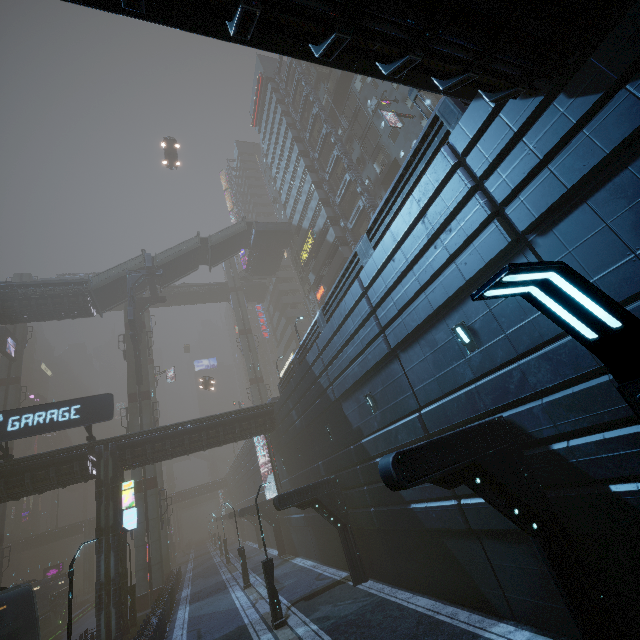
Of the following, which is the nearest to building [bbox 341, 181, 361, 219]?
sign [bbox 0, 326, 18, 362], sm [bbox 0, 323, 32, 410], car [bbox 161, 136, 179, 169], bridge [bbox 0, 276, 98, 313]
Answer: bridge [bbox 0, 276, 98, 313]

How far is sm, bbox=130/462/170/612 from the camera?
27.58m

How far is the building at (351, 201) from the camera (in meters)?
35.69

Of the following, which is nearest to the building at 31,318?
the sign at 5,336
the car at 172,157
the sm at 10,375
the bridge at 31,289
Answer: the bridge at 31,289

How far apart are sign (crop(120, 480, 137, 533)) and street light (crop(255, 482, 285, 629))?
12.15m

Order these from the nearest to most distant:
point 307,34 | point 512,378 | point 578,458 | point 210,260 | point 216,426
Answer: point 307,34, point 578,458, point 512,378, point 216,426, point 210,260

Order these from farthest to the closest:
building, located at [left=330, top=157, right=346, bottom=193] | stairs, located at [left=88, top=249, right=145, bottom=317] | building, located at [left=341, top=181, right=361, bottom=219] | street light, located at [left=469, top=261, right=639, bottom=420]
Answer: building, located at [left=330, top=157, right=346, bottom=193] → building, located at [left=341, top=181, right=361, bottom=219] → stairs, located at [left=88, top=249, right=145, bottom=317] → street light, located at [left=469, top=261, right=639, bottom=420]

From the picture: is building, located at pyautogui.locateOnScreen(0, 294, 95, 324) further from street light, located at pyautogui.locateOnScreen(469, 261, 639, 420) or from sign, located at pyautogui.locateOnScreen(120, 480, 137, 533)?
street light, located at pyautogui.locateOnScreen(469, 261, 639, 420)
